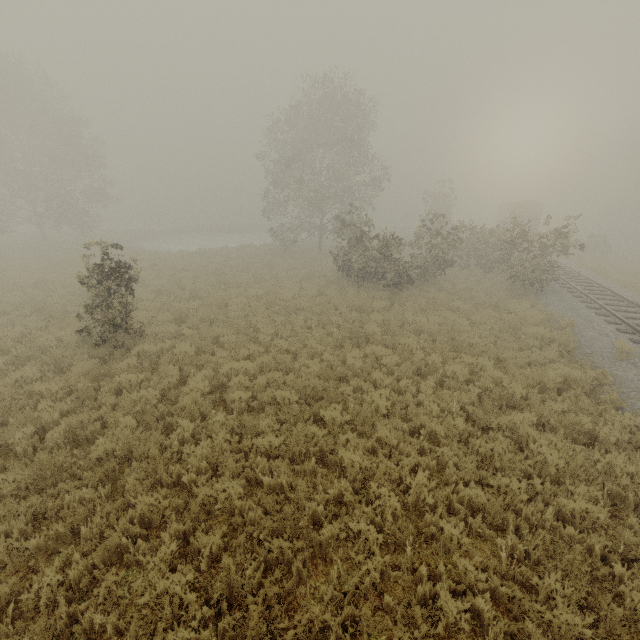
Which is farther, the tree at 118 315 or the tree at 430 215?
the tree at 430 215

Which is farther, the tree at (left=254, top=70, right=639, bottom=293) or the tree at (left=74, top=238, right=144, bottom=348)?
the tree at (left=254, top=70, right=639, bottom=293)

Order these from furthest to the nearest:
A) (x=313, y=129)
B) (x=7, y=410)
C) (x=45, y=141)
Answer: (x=45, y=141) < (x=313, y=129) < (x=7, y=410)

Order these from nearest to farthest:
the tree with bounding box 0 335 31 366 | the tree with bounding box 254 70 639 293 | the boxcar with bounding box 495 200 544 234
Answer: the tree with bounding box 0 335 31 366
the tree with bounding box 254 70 639 293
the boxcar with bounding box 495 200 544 234

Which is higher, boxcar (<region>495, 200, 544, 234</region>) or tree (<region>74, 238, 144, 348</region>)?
boxcar (<region>495, 200, 544, 234</region>)

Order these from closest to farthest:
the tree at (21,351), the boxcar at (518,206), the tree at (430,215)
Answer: the tree at (21,351)
the tree at (430,215)
the boxcar at (518,206)

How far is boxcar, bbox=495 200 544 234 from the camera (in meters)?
37.56
